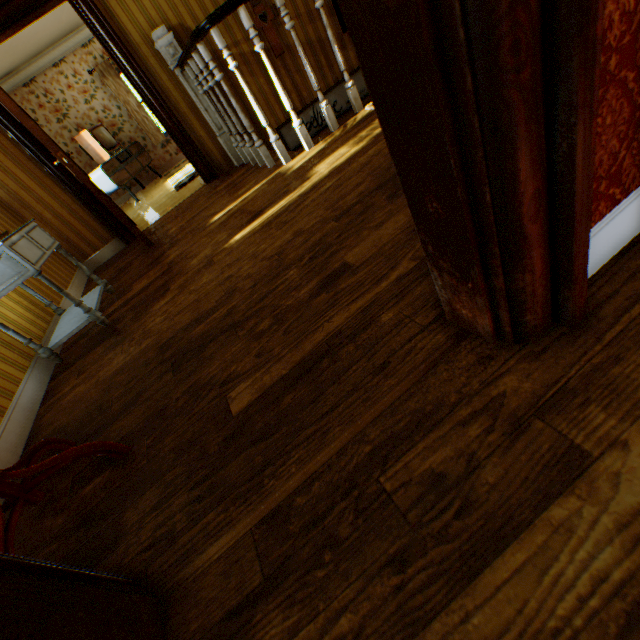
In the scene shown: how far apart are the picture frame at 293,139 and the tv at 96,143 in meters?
4.9 m

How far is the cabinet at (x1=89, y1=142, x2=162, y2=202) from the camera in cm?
698

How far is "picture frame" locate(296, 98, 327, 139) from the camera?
4.90m

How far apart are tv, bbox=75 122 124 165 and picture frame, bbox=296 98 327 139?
4.9m

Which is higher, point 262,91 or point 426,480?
point 262,91

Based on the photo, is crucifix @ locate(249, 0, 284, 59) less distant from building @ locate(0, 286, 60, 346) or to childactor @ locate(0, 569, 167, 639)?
building @ locate(0, 286, 60, 346)

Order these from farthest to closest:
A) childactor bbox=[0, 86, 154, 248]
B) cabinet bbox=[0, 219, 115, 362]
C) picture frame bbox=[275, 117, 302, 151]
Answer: picture frame bbox=[275, 117, 302, 151], childactor bbox=[0, 86, 154, 248], cabinet bbox=[0, 219, 115, 362]

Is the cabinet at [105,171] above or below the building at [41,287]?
above
